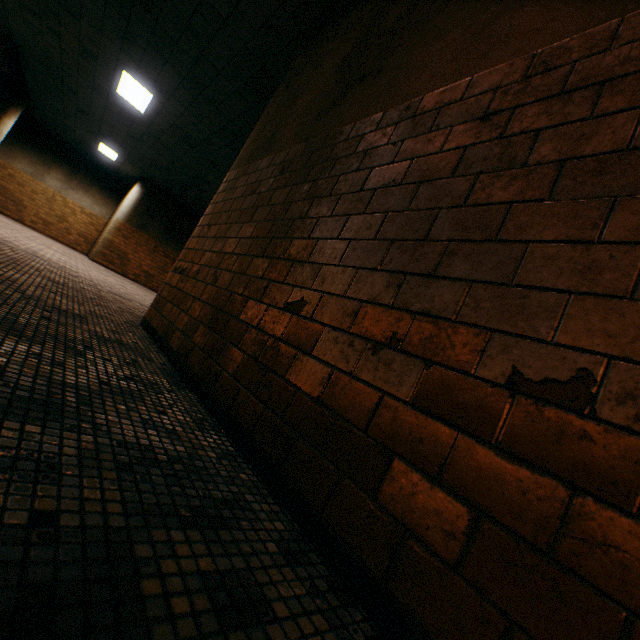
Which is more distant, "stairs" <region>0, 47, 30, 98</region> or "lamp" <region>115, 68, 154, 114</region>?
"stairs" <region>0, 47, 30, 98</region>

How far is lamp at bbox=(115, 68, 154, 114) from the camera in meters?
6.8

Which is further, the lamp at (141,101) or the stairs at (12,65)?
the stairs at (12,65)

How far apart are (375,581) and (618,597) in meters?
0.5 m

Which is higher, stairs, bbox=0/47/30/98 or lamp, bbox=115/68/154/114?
lamp, bbox=115/68/154/114

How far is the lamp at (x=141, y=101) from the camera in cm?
675
